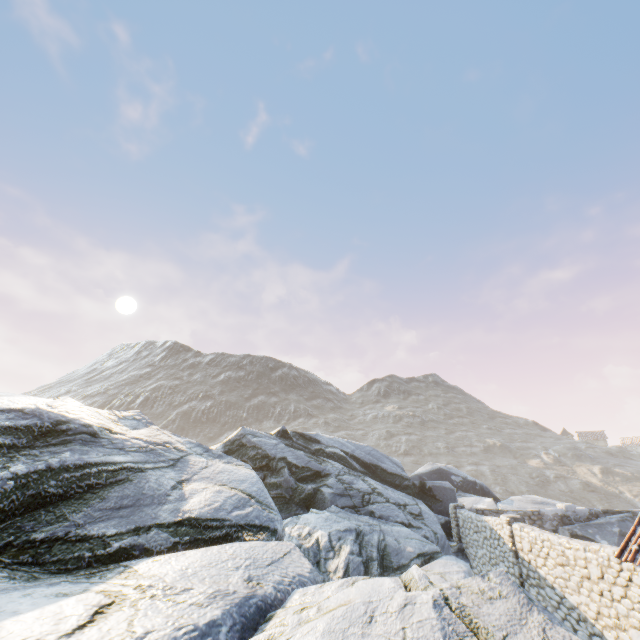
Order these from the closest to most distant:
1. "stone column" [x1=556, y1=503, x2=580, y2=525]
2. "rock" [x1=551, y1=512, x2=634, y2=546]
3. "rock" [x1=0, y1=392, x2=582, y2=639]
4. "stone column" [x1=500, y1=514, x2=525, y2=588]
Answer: "rock" [x1=0, y1=392, x2=582, y2=639]
"stone column" [x1=500, y1=514, x2=525, y2=588]
"rock" [x1=551, y1=512, x2=634, y2=546]
"stone column" [x1=556, y1=503, x2=580, y2=525]

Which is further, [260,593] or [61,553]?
[61,553]

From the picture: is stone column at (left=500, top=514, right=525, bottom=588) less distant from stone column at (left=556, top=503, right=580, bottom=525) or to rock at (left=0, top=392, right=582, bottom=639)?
rock at (left=0, top=392, right=582, bottom=639)

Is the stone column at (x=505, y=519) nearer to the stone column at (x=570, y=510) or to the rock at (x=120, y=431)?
the rock at (x=120, y=431)

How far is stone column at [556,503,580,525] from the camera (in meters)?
17.73

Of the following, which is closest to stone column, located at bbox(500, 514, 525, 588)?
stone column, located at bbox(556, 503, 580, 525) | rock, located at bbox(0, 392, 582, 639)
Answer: rock, located at bbox(0, 392, 582, 639)

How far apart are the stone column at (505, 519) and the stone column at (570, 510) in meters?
8.2 m
